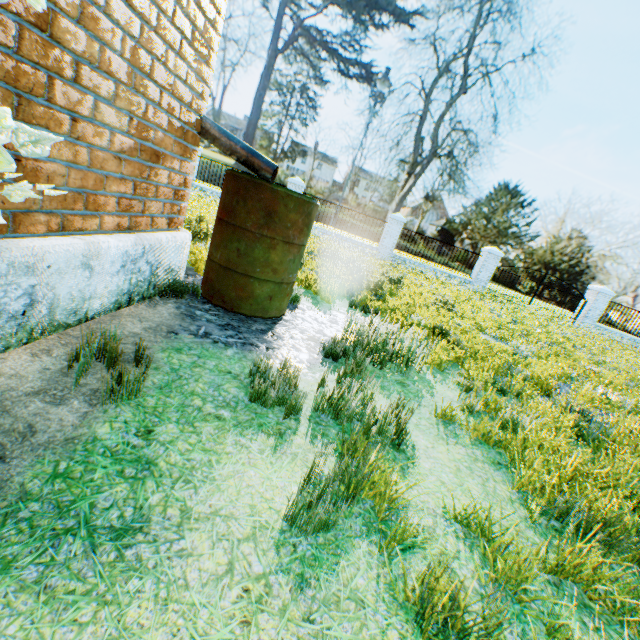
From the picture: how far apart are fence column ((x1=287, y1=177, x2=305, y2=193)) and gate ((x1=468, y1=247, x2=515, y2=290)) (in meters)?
9.76

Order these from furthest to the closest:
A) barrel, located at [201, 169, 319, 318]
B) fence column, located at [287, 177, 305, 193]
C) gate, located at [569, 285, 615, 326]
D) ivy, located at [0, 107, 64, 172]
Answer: gate, located at [569, 285, 615, 326] < fence column, located at [287, 177, 305, 193] < barrel, located at [201, 169, 319, 318] < ivy, located at [0, 107, 64, 172]

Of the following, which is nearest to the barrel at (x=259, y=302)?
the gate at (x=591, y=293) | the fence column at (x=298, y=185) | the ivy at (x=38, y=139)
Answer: the ivy at (x=38, y=139)

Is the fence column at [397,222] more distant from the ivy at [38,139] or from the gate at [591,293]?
the ivy at [38,139]

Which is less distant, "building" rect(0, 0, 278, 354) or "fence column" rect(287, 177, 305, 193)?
"building" rect(0, 0, 278, 354)

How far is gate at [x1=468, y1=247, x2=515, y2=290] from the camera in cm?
1619

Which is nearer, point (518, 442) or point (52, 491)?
point (52, 491)

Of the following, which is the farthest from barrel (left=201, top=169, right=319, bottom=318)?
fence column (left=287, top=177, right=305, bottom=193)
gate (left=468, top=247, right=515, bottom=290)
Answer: gate (left=468, top=247, right=515, bottom=290)
